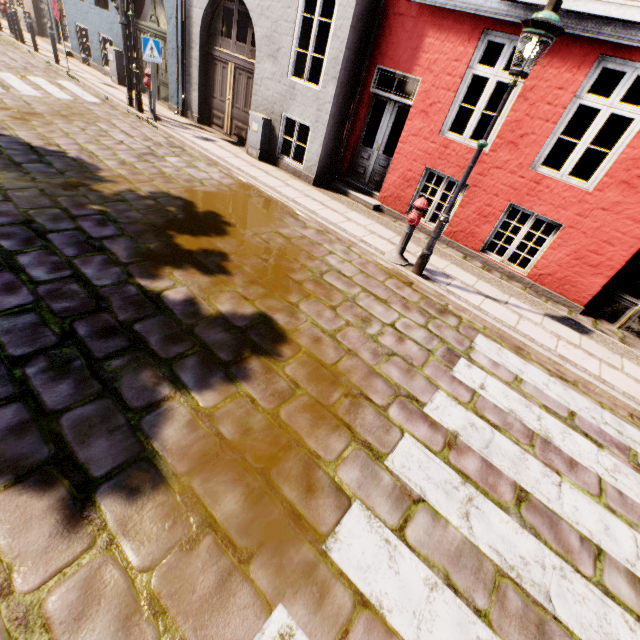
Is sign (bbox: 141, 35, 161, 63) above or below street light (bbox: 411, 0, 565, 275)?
below

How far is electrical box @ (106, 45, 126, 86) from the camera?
11.52m

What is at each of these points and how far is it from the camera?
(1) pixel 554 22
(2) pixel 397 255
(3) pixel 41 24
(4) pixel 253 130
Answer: (1) street light, 3.7m
(2) hydrant, 6.1m
(3) building, 16.1m
(4) electrical box, 8.8m

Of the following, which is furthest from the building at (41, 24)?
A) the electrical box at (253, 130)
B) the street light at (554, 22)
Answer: the street light at (554, 22)

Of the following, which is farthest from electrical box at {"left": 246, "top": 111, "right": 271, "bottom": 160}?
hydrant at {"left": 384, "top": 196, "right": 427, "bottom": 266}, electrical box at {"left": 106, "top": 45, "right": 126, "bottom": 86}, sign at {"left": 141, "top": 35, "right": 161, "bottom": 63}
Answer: electrical box at {"left": 106, "top": 45, "right": 126, "bottom": 86}

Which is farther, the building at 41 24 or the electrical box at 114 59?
the building at 41 24

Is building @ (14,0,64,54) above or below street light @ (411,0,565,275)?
below

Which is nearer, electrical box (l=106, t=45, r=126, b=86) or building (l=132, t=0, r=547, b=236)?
building (l=132, t=0, r=547, b=236)
